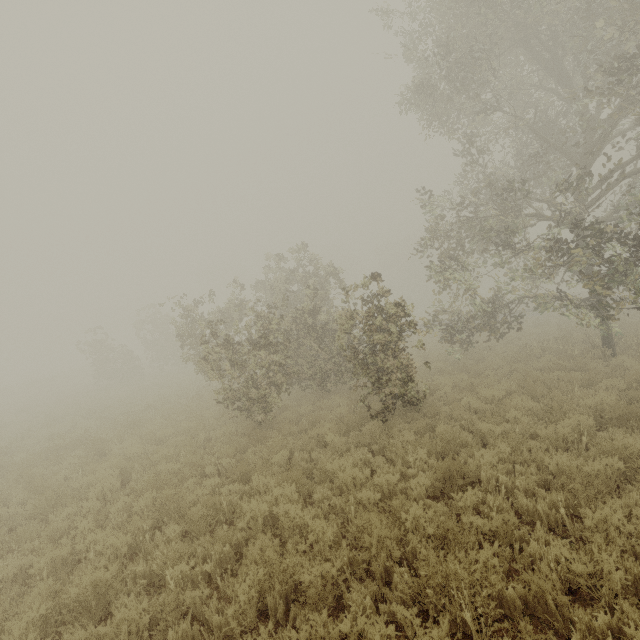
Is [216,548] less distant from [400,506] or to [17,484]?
[400,506]
